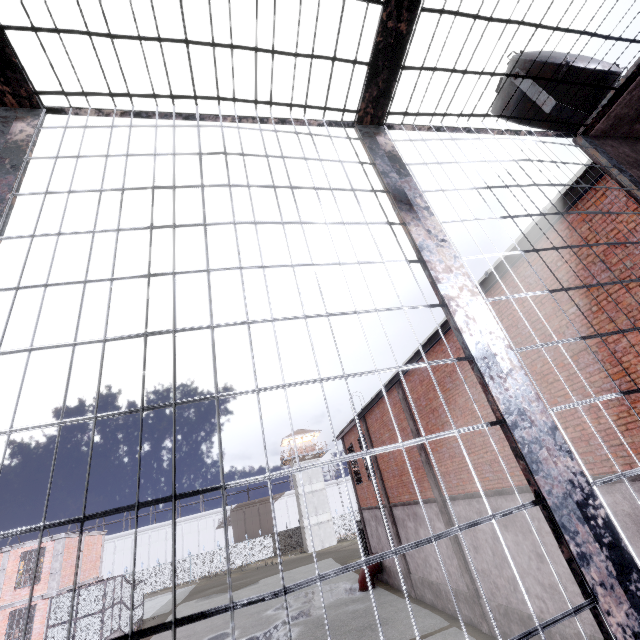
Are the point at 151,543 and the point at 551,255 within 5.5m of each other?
no

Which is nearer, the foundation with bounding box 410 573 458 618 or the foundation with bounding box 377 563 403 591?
the foundation with bounding box 410 573 458 618

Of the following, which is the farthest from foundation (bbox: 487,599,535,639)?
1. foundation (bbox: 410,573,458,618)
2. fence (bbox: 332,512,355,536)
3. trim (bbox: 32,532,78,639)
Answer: trim (bbox: 32,532,78,639)

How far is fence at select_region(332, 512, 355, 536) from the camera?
49.53m

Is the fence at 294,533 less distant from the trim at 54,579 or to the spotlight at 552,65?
the spotlight at 552,65

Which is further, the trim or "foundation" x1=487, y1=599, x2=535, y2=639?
the trim

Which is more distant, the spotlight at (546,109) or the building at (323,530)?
the building at (323,530)

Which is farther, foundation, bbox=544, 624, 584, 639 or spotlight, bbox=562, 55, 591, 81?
foundation, bbox=544, 624, 584, 639
